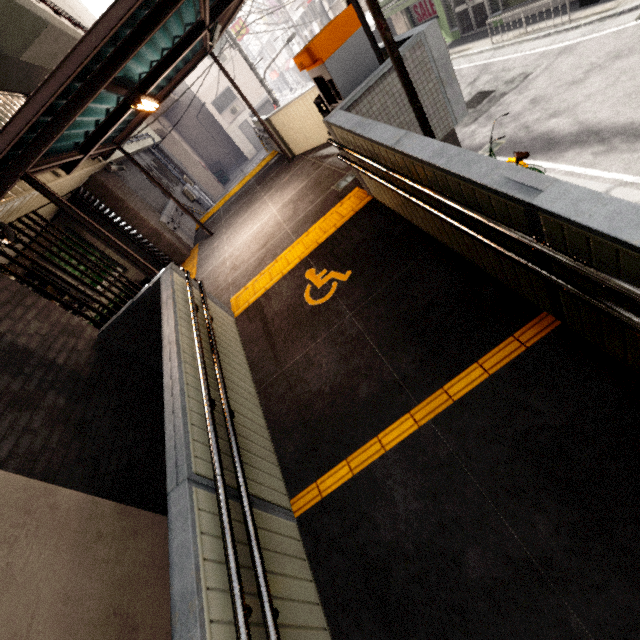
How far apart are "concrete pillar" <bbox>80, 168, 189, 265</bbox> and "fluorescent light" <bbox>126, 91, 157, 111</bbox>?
2.7 meters

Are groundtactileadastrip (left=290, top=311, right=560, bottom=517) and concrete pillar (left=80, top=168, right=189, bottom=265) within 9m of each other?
yes

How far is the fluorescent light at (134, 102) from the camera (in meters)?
4.90

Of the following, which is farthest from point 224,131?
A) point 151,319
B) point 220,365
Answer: point 220,365

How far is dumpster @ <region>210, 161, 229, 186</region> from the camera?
28.3m

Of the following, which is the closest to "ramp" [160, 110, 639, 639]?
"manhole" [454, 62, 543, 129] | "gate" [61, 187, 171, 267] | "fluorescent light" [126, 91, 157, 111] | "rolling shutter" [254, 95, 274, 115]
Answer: "gate" [61, 187, 171, 267]

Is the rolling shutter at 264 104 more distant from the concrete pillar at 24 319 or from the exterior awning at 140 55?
the concrete pillar at 24 319

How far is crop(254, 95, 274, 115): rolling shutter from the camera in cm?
2730
